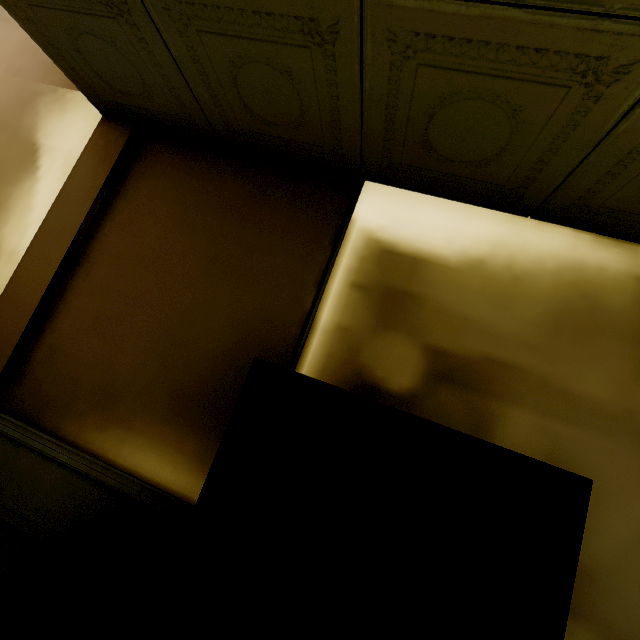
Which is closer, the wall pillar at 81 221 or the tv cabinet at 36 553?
the tv cabinet at 36 553

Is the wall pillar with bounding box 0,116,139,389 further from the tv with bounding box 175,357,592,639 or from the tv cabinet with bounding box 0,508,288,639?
the tv with bounding box 175,357,592,639

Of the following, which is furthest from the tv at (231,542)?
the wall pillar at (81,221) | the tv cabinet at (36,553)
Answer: the wall pillar at (81,221)

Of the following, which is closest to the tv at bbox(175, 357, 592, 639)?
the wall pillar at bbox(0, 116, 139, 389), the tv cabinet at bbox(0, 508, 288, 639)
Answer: the tv cabinet at bbox(0, 508, 288, 639)

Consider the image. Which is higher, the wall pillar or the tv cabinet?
the wall pillar

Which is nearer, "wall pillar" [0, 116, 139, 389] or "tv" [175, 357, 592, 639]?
"tv" [175, 357, 592, 639]

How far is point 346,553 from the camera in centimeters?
117cm
